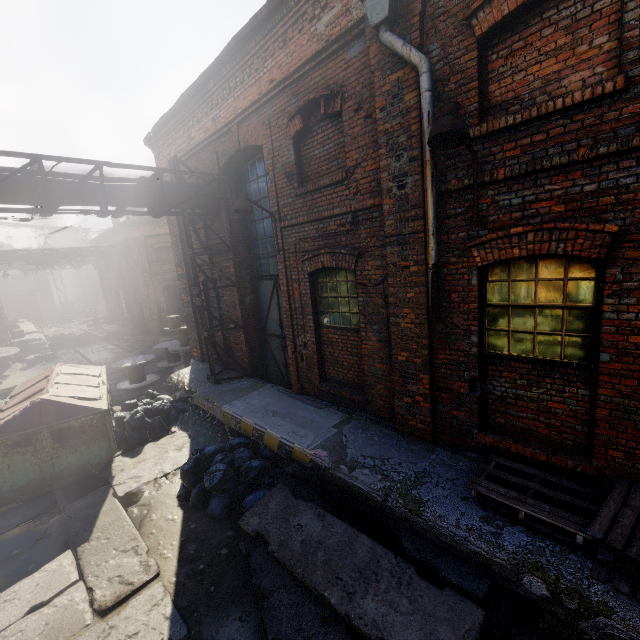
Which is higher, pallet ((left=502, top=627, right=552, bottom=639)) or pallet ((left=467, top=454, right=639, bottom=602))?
pallet ((left=467, top=454, right=639, bottom=602))

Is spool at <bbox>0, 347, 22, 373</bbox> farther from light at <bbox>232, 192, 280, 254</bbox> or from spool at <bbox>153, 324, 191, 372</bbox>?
light at <bbox>232, 192, 280, 254</bbox>

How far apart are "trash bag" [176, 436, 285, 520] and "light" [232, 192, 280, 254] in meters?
4.0

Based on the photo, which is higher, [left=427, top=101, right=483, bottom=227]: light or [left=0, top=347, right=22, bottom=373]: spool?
[left=427, top=101, right=483, bottom=227]: light

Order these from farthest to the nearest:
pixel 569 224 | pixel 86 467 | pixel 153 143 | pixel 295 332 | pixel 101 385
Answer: pixel 153 143, pixel 101 385, pixel 295 332, pixel 86 467, pixel 569 224

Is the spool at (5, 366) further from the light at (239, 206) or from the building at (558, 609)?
the light at (239, 206)

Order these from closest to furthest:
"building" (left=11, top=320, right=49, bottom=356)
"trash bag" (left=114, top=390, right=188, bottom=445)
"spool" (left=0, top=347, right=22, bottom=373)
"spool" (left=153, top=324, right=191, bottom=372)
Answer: "trash bag" (left=114, top=390, right=188, bottom=445), "spool" (left=153, top=324, right=191, bottom=372), "spool" (left=0, top=347, right=22, bottom=373), "building" (left=11, top=320, right=49, bottom=356)

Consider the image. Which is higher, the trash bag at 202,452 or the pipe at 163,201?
the pipe at 163,201
